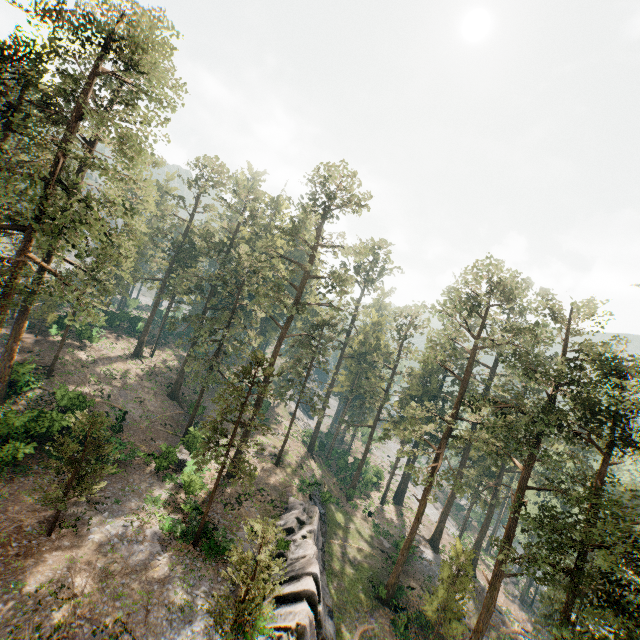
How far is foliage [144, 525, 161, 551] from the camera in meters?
20.6

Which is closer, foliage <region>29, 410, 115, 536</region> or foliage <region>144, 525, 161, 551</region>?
foliage <region>29, 410, 115, 536</region>

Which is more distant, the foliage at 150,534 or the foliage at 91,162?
the foliage at 150,534

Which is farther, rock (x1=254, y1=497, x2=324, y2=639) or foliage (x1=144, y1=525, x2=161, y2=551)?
foliage (x1=144, y1=525, x2=161, y2=551)

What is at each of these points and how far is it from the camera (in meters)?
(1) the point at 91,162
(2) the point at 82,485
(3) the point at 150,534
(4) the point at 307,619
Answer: (1) foliage, 20.00
(2) foliage, 18.62
(3) foliage, 21.42
(4) rock, 18.66

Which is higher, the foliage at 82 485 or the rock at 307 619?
the foliage at 82 485
